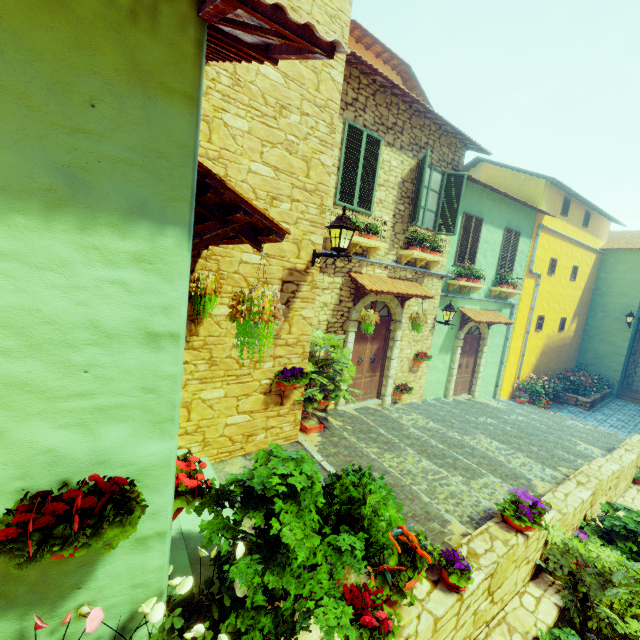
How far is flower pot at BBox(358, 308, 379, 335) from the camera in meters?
6.9 m

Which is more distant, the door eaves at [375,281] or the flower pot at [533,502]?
the door eaves at [375,281]

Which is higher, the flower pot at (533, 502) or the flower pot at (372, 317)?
the flower pot at (372, 317)

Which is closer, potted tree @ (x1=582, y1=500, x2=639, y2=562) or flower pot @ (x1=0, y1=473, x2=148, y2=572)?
flower pot @ (x1=0, y1=473, x2=148, y2=572)

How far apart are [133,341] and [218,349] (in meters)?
2.99

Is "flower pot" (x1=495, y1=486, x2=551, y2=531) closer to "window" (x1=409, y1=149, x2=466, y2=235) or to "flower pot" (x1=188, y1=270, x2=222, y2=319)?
"flower pot" (x1=188, y1=270, x2=222, y2=319)

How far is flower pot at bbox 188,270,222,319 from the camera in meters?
4.0

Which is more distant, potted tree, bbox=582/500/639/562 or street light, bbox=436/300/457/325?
street light, bbox=436/300/457/325
